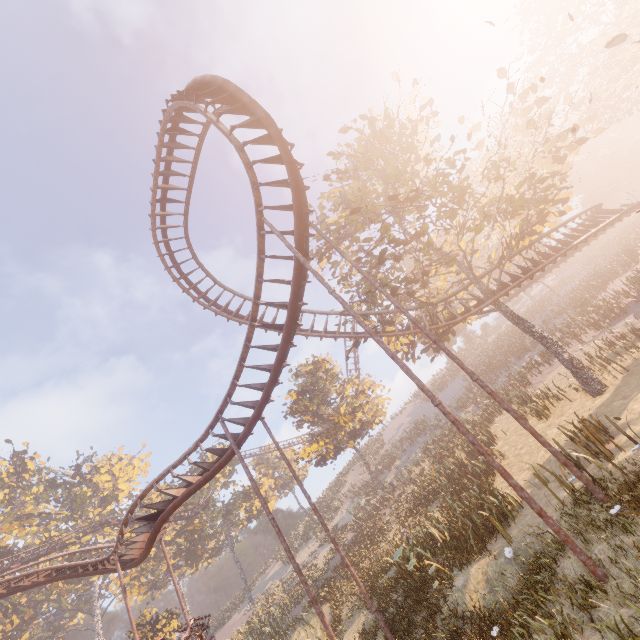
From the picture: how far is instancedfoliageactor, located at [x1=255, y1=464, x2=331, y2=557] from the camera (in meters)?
43.53

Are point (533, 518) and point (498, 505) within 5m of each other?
yes

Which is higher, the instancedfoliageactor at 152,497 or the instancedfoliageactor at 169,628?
the instancedfoliageactor at 152,497

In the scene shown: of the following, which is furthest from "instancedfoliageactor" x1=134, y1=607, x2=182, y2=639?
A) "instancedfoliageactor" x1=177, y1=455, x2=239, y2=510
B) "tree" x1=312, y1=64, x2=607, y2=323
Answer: "tree" x1=312, y1=64, x2=607, y2=323

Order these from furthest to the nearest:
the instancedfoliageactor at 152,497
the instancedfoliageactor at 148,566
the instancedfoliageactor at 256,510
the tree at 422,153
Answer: the instancedfoliageactor at 152,497 → the instancedfoliageactor at 148,566 → the instancedfoliageactor at 256,510 → the tree at 422,153

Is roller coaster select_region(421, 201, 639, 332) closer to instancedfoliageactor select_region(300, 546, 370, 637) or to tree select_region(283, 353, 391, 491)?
tree select_region(283, 353, 391, 491)
